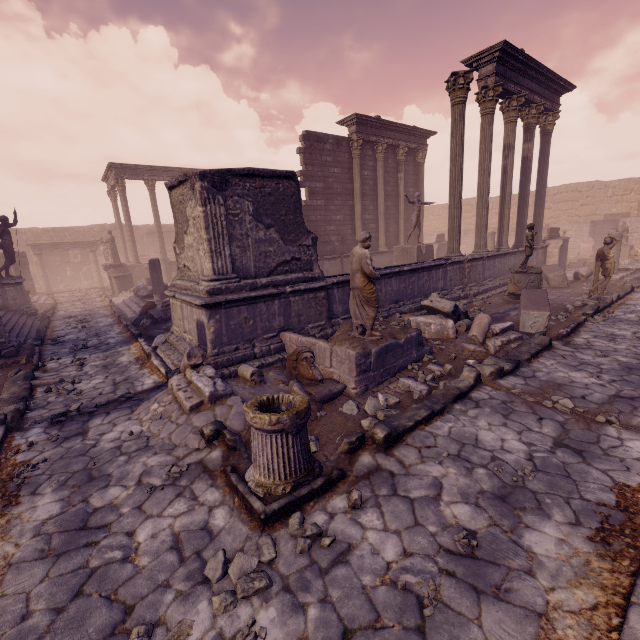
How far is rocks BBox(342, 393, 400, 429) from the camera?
4.54m

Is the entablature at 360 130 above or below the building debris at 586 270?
above

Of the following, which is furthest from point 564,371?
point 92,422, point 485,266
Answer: point 92,422

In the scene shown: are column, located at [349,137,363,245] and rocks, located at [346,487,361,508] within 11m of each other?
no

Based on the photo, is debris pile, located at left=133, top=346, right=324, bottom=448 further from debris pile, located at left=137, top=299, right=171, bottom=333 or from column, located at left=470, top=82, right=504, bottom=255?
column, located at left=470, top=82, right=504, bottom=255

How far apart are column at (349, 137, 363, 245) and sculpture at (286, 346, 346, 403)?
12.0 meters

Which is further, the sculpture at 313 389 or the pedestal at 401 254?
the pedestal at 401 254

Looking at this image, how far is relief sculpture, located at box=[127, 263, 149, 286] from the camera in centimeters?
2186cm
